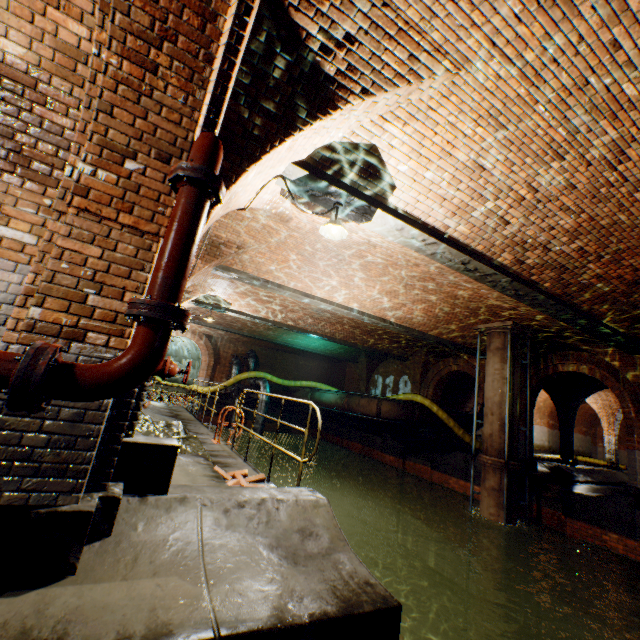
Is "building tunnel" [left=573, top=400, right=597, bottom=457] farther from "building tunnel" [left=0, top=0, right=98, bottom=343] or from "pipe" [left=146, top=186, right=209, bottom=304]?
"building tunnel" [left=0, top=0, right=98, bottom=343]

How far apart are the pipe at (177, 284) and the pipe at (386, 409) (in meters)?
14.69

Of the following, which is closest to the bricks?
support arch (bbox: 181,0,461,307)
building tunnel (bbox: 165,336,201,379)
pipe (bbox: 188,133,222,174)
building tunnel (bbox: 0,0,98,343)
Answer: support arch (bbox: 181,0,461,307)

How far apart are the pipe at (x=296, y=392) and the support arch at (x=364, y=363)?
3.4 meters

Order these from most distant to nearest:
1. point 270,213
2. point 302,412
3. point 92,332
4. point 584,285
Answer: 1. point 302,412
2. point 584,285
3. point 270,213
4. point 92,332

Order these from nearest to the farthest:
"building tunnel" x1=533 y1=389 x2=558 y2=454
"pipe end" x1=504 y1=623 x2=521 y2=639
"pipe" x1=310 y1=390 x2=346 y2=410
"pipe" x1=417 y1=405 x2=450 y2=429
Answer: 1. "pipe end" x1=504 y1=623 x2=521 y2=639
2. "pipe" x1=417 y1=405 x2=450 y2=429
3. "pipe" x1=310 y1=390 x2=346 y2=410
4. "building tunnel" x1=533 y1=389 x2=558 y2=454

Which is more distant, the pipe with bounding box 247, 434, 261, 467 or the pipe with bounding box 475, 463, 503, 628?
the pipe with bounding box 247, 434, 261, 467

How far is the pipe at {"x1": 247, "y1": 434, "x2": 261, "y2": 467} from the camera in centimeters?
1784cm
